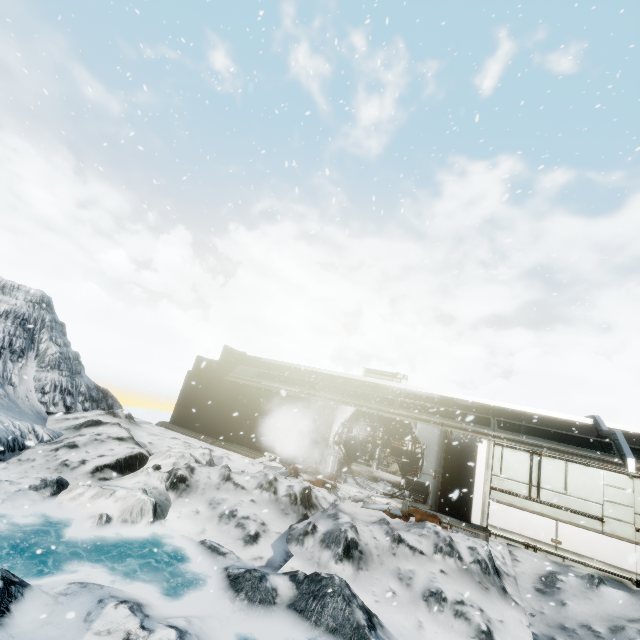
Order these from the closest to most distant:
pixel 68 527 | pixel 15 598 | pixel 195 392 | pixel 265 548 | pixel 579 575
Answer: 1. pixel 15 598
2. pixel 68 527
3. pixel 265 548
4. pixel 579 575
5. pixel 195 392

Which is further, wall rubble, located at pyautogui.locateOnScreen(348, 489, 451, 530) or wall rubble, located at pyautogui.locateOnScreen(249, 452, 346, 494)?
wall rubble, located at pyautogui.locateOnScreen(249, 452, 346, 494)

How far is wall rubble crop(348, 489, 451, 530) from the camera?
9.48m

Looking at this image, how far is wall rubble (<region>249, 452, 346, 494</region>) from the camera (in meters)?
10.98

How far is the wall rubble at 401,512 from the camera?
9.48m

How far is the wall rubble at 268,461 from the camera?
10.98m
